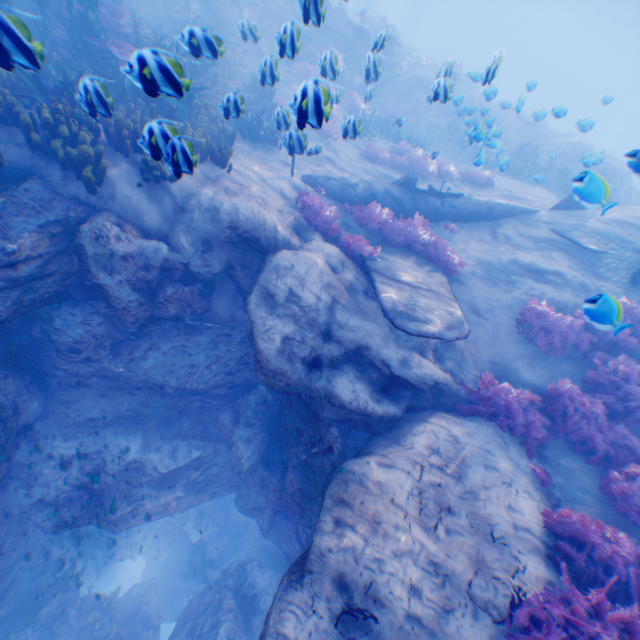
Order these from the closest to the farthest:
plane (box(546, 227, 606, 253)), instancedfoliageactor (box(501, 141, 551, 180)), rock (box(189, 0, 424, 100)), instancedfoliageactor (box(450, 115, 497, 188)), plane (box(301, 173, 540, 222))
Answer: rock (box(189, 0, 424, 100)) < instancedfoliageactor (box(450, 115, 497, 188)) < plane (box(546, 227, 606, 253)) < plane (box(301, 173, 540, 222)) < instancedfoliageactor (box(501, 141, 551, 180))

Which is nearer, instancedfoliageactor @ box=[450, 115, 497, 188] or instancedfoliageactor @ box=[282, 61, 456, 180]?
instancedfoliageactor @ box=[282, 61, 456, 180]

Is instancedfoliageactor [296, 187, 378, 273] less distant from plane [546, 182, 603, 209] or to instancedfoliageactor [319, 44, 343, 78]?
plane [546, 182, 603, 209]

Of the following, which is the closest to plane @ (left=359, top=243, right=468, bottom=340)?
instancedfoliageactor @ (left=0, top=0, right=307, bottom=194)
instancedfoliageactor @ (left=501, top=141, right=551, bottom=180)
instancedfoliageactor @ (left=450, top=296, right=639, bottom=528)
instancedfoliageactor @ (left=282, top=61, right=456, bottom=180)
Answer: instancedfoliageactor @ (left=0, top=0, right=307, bottom=194)

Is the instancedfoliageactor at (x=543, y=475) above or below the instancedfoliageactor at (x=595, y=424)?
below

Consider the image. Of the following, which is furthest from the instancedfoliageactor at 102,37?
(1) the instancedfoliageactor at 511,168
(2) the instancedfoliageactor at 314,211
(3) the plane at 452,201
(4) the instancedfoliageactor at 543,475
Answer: (1) the instancedfoliageactor at 511,168

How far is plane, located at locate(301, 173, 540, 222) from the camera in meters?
10.1 m

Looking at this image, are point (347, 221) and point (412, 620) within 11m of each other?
yes
